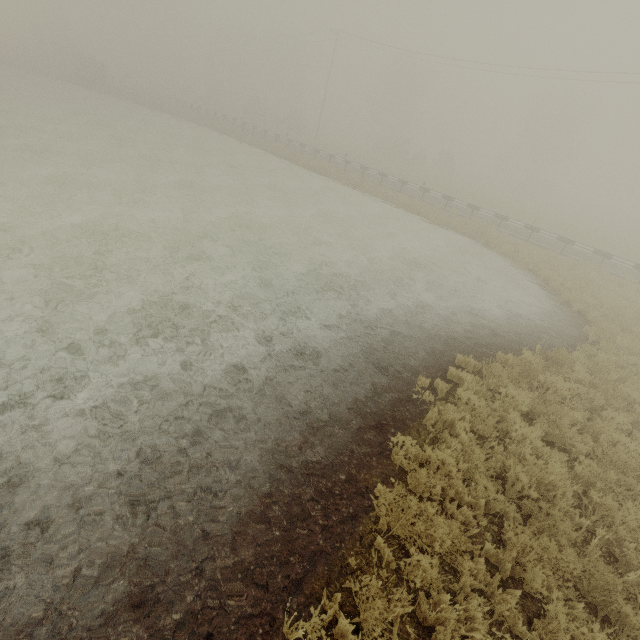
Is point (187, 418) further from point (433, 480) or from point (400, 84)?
point (400, 84)
